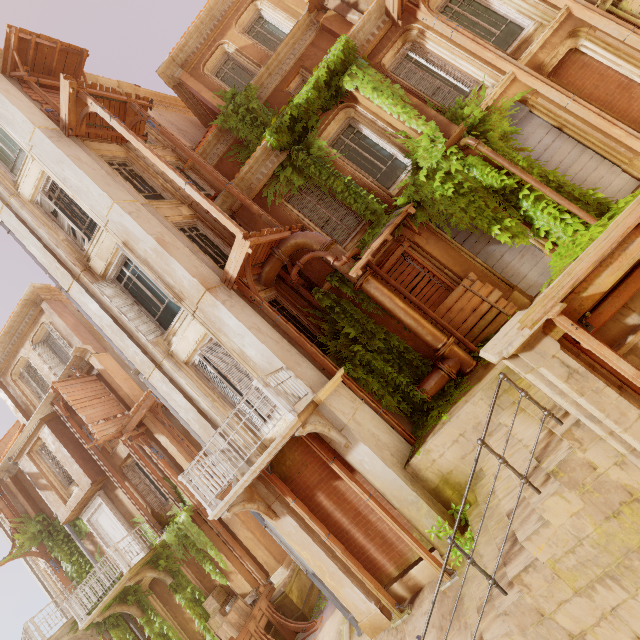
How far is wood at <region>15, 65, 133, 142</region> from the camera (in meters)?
9.52

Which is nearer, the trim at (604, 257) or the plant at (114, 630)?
the trim at (604, 257)

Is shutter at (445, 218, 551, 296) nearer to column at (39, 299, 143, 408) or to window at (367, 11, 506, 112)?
window at (367, 11, 506, 112)

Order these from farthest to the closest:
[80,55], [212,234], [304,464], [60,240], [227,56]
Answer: → [227,56] < [80,55] < [212,234] < [60,240] < [304,464]

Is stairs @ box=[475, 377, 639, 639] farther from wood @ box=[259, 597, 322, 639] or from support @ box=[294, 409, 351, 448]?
wood @ box=[259, 597, 322, 639]

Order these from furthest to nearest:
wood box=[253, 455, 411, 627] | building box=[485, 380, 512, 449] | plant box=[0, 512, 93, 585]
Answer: plant box=[0, 512, 93, 585]
wood box=[253, 455, 411, 627]
building box=[485, 380, 512, 449]

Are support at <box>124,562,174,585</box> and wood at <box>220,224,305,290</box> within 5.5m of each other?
no

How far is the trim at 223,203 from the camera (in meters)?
10.16
